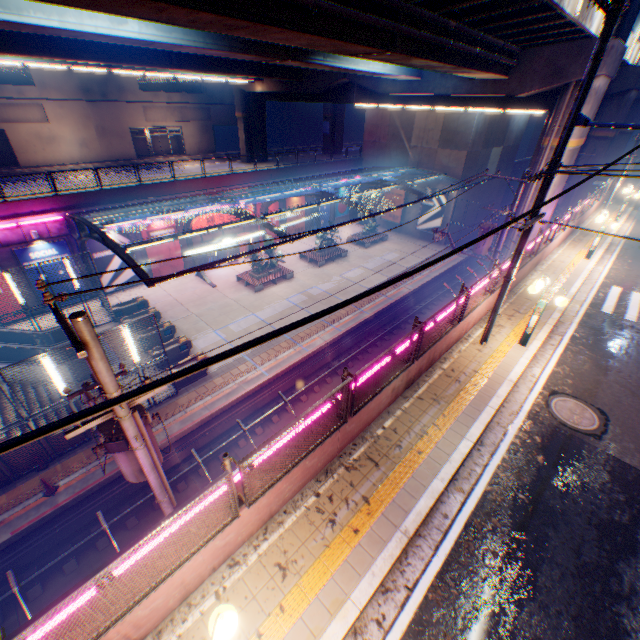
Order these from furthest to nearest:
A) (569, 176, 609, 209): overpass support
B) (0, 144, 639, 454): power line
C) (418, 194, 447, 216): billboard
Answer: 1. (418, 194, 447, 216): billboard
2. (569, 176, 609, 209): overpass support
3. (0, 144, 639, 454): power line

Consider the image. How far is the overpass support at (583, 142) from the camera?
17.81m

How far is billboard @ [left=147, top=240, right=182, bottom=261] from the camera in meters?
24.8

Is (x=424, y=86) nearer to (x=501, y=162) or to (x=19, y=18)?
(x=19, y=18)

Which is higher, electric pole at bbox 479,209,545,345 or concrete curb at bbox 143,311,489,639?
electric pole at bbox 479,209,545,345

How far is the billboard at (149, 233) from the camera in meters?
23.8

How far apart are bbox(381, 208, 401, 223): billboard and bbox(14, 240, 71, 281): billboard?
29.84m

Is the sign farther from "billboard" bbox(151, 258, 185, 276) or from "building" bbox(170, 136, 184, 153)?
"building" bbox(170, 136, 184, 153)
